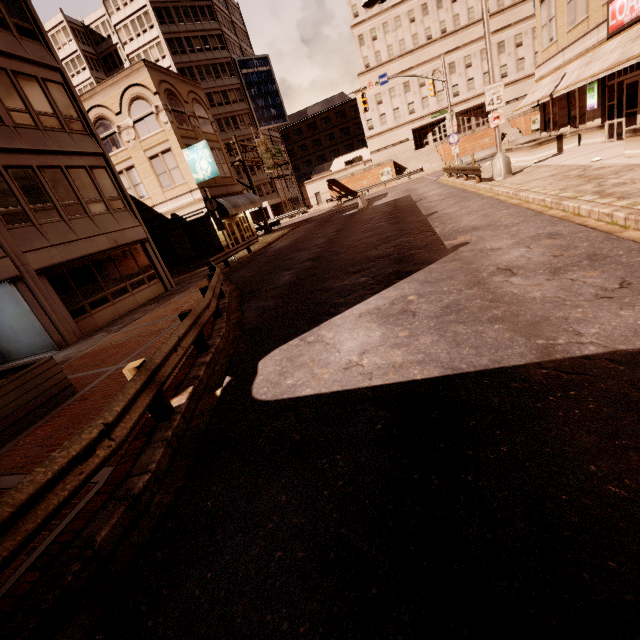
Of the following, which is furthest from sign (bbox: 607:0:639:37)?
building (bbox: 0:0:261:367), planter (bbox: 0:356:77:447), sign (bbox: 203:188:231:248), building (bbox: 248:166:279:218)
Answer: building (bbox: 248:166:279:218)

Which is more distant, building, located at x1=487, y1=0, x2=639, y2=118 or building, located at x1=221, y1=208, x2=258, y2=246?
building, located at x1=221, y1=208, x2=258, y2=246

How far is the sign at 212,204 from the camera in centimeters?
2013cm

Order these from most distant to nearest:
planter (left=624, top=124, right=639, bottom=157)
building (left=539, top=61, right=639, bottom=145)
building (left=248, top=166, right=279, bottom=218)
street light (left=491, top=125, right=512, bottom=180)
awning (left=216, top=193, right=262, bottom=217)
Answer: building (left=248, top=166, right=279, bottom=218)
awning (left=216, top=193, right=262, bottom=217)
street light (left=491, top=125, right=512, bottom=180)
building (left=539, top=61, right=639, bottom=145)
planter (left=624, top=124, right=639, bottom=157)

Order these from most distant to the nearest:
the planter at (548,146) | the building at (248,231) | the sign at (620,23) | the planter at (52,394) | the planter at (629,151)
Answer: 1. the building at (248,231)
2. the planter at (548,146)
3. the sign at (620,23)
4. the planter at (629,151)
5. the planter at (52,394)

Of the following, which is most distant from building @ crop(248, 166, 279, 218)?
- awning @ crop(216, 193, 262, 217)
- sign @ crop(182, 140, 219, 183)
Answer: sign @ crop(182, 140, 219, 183)

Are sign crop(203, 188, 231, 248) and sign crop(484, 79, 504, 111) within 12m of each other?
no

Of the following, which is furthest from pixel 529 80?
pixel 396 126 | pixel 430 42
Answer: pixel 396 126
